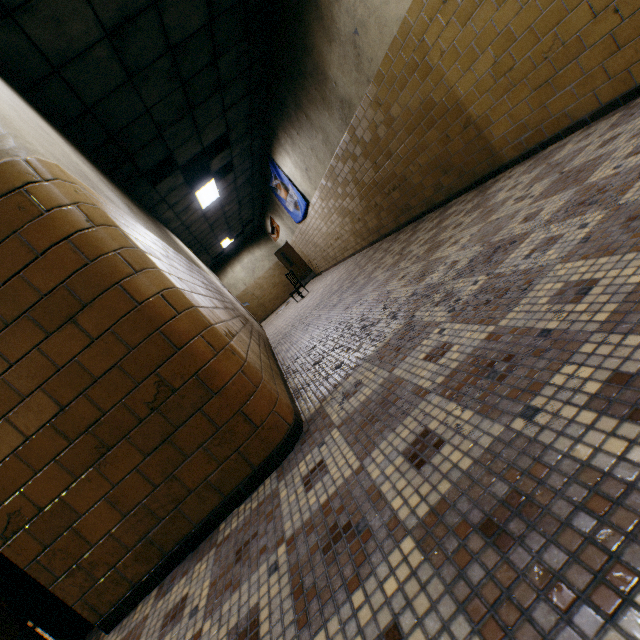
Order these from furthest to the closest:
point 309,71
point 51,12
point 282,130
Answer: point 282,130 → point 309,71 → point 51,12

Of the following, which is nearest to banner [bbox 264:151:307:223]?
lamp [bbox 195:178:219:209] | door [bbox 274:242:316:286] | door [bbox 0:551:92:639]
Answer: lamp [bbox 195:178:219:209]

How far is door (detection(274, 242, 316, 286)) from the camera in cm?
1509

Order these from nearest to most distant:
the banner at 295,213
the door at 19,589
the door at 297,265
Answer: the door at 19,589 < the banner at 295,213 < the door at 297,265

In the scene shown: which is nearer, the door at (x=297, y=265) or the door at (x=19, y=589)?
the door at (x=19, y=589)

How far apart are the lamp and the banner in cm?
169

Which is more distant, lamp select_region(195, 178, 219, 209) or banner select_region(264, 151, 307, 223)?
banner select_region(264, 151, 307, 223)
